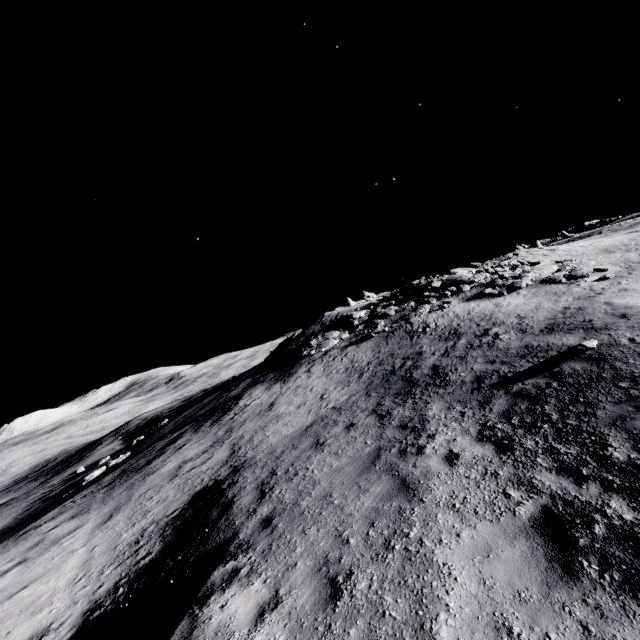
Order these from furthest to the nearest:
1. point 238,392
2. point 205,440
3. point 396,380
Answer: point 238,392, point 205,440, point 396,380
